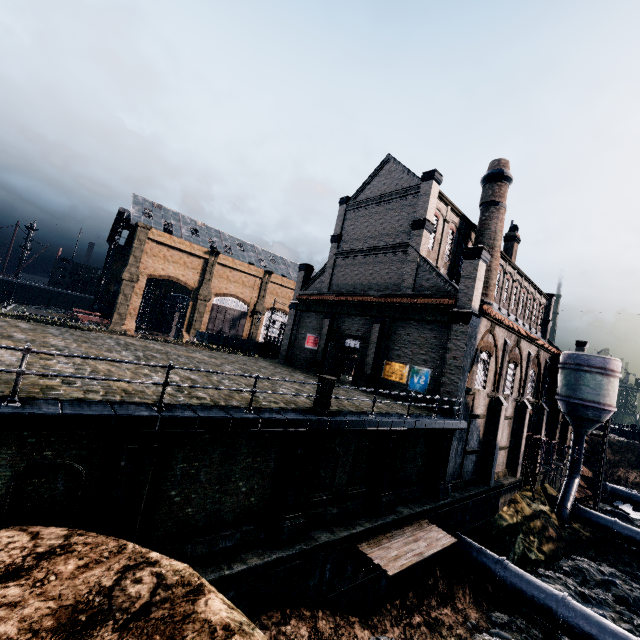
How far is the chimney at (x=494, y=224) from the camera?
28.7 meters

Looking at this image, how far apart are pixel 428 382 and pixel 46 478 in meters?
20.6 m

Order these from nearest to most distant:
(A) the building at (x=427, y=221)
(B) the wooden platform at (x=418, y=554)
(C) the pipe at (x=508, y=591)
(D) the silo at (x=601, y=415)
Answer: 1. (B) the wooden platform at (x=418, y=554)
2. (C) the pipe at (x=508, y=591)
3. (A) the building at (x=427, y=221)
4. (D) the silo at (x=601, y=415)

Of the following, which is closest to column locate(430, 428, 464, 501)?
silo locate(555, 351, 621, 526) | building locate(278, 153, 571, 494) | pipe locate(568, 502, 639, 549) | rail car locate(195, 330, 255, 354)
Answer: building locate(278, 153, 571, 494)

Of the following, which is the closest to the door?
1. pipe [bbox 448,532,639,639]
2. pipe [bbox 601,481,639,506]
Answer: pipe [bbox 448,532,639,639]

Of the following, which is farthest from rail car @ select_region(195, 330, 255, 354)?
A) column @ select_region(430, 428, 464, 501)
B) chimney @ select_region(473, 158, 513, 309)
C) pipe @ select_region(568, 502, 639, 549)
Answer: pipe @ select_region(568, 502, 639, 549)

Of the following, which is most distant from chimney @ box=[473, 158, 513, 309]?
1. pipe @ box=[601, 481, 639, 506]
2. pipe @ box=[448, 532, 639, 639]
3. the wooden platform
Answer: pipe @ box=[601, 481, 639, 506]

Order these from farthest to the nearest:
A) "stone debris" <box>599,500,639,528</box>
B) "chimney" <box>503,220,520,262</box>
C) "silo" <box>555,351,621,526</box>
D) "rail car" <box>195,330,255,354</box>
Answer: "rail car" <box>195,330,255,354</box>, "chimney" <box>503,220,520,262</box>, "stone debris" <box>599,500,639,528</box>, "silo" <box>555,351,621,526</box>
